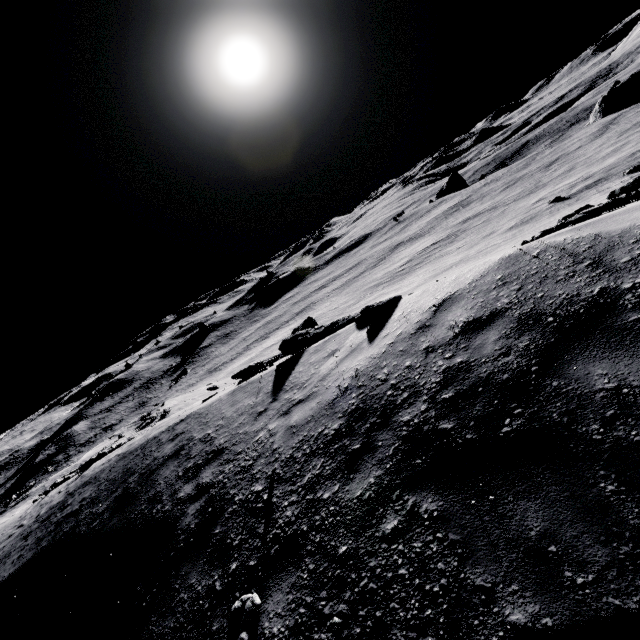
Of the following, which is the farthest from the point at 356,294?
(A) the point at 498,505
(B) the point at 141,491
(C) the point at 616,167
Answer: (A) the point at 498,505
